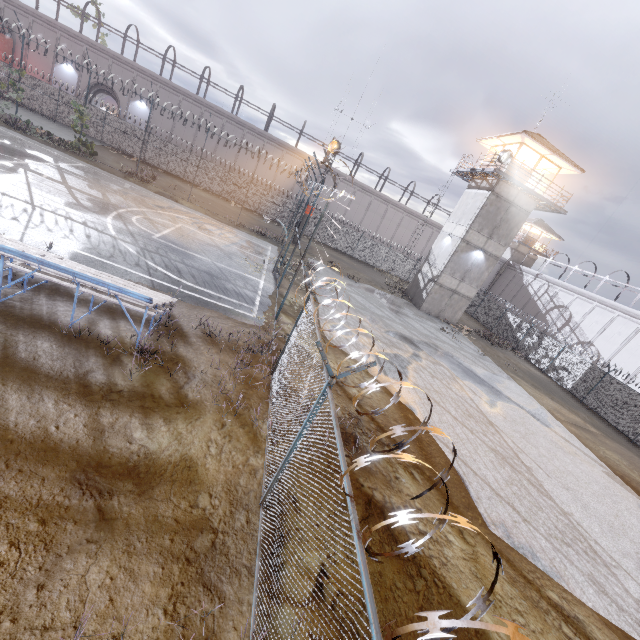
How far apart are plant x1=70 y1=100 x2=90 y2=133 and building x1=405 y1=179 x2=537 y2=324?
28.5 meters

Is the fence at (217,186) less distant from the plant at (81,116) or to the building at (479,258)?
the plant at (81,116)

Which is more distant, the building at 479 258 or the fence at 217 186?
the building at 479 258

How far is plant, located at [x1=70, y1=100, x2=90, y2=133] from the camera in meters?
22.2

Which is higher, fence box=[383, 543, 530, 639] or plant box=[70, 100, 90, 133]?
fence box=[383, 543, 530, 639]

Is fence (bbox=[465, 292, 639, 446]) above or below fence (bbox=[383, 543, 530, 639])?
below

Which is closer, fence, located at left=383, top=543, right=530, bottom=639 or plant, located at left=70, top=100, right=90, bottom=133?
fence, located at left=383, top=543, right=530, bottom=639

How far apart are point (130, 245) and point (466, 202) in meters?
25.9 m
